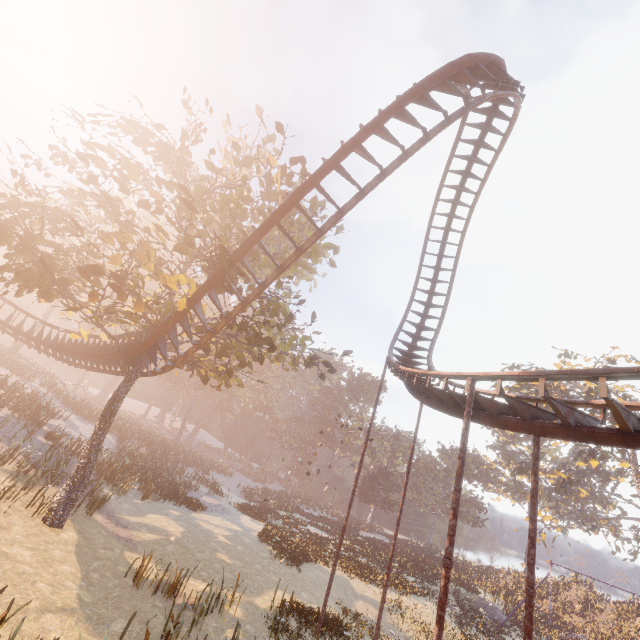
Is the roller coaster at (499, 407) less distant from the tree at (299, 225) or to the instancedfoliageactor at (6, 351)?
the tree at (299, 225)

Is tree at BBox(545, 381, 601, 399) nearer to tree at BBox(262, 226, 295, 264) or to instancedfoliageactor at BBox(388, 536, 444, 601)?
instancedfoliageactor at BBox(388, 536, 444, 601)

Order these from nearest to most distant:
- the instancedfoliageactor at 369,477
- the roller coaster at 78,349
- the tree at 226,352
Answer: the tree at 226,352 → the roller coaster at 78,349 → the instancedfoliageactor at 369,477

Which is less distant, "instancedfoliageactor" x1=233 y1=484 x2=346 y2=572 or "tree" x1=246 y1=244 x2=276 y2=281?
"tree" x1=246 y1=244 x2=276 y2=281

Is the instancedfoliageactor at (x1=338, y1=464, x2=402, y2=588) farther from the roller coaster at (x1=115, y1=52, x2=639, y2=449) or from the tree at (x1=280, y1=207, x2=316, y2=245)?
the roller coaster at (x1=115, y1=52, x2=639, y2=449)

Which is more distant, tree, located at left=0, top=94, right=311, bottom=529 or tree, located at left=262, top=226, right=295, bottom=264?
tree, located at left=262, top=226, right=295, bottom=264

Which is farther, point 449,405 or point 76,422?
point 76,422

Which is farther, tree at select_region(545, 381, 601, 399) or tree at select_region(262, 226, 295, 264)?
tree at select_region(545, 381, 601, 399)
